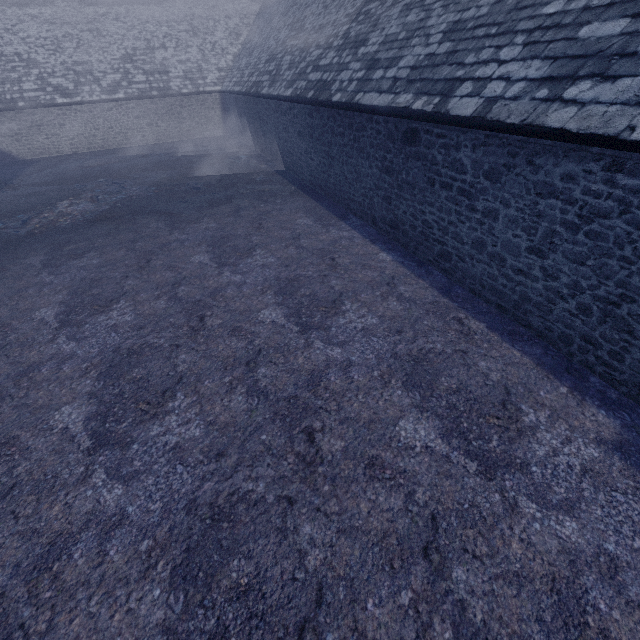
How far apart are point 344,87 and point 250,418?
8.9 meters
